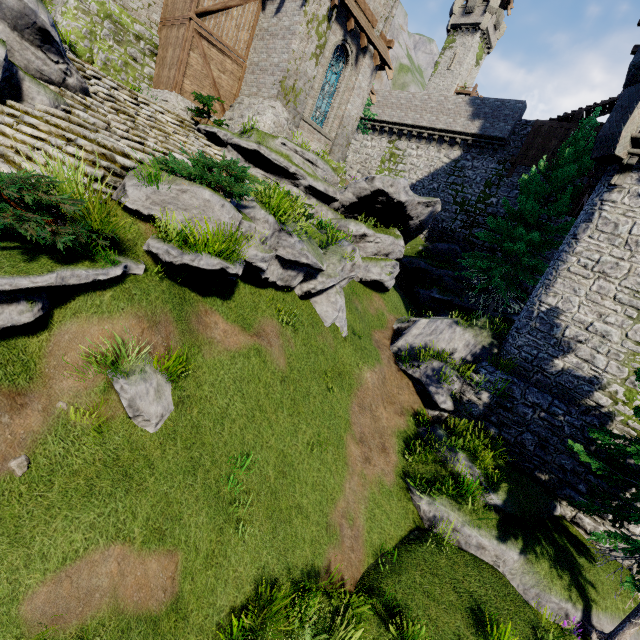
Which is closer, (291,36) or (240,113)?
(291,36)

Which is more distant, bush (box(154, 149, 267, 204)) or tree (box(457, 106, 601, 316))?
tree (box(457, 106, 601, 316))

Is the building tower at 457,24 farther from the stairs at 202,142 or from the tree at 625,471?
the stairs at 202,142

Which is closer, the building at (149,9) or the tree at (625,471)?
the tree at (625,471)

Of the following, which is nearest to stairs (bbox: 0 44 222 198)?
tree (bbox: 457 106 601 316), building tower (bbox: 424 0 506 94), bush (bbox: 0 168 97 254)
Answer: bush (bbox: 0 168 97 254)

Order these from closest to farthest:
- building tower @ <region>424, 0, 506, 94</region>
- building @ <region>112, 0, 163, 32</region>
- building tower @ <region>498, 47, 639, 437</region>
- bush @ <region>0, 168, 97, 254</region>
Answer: bush @ <region>0, 168, 97, 254</region>
building tower @ <region>498, 47, 639, 437</region>
building @ <region>112, 0, 163, 32</region>
building tower @ <region>424, 0, 506, 94</region>

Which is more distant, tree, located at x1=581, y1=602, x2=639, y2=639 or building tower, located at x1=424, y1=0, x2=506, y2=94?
building tower, located at x1=424, y1=0, x2=506, y2=94

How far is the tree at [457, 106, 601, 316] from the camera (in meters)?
16.47
